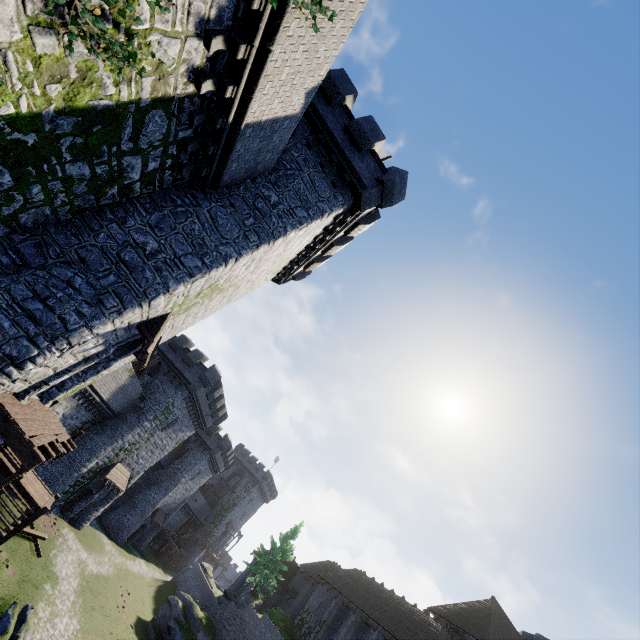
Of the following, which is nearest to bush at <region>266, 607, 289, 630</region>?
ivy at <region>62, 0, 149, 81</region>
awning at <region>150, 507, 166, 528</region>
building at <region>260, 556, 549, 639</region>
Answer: building at <region>260, 556, 549, 639</region>

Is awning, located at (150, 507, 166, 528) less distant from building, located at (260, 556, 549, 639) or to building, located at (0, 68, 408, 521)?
building, located at (260, 556, 549, 639)

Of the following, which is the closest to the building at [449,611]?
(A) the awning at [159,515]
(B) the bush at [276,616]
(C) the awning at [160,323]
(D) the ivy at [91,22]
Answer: (B) the bush at [276,616]

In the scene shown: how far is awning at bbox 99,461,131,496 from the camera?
28.8m

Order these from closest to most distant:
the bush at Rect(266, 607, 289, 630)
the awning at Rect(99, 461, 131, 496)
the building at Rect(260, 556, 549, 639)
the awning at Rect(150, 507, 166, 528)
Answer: the building at Rect(260, 556, 549, 639), the awning at Rect(99, 461, 131, 496), the bush at Rect(266, 607, 289, 630), the awning at Rect(150, 507, 166, 528)

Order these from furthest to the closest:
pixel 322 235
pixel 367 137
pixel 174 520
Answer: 1. pixel 174 520
2. pixel 322 235
3. pixel 367 137

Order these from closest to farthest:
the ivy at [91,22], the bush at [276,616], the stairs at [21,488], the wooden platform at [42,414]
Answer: the ivy at [91,22]
the wooden platform at [42,414]
the stairs at [21,488]
the bush at [276,616]

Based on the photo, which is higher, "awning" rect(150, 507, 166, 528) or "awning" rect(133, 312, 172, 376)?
"awning" rect(133, 312, 172, 376)
